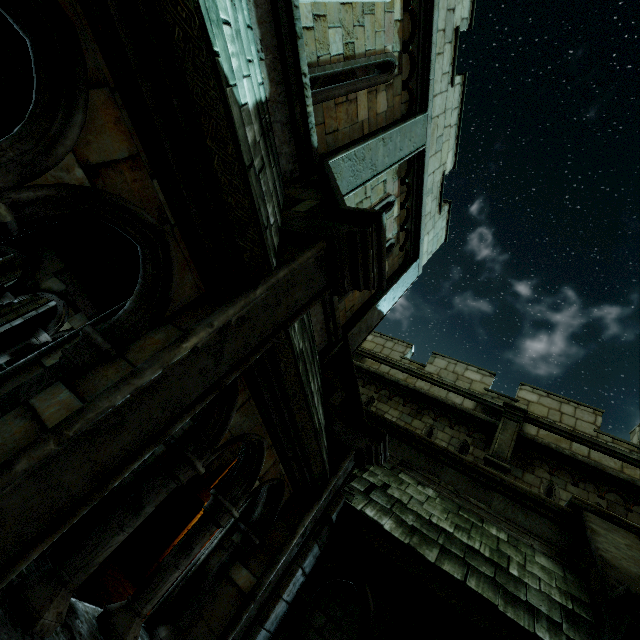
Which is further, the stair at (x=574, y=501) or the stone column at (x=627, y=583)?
the stair at (x=574, y=501)

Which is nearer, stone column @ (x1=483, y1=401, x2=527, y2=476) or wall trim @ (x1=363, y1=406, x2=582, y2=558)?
wall trim @ (x1=363, y1=406, x2=582, y2=558)

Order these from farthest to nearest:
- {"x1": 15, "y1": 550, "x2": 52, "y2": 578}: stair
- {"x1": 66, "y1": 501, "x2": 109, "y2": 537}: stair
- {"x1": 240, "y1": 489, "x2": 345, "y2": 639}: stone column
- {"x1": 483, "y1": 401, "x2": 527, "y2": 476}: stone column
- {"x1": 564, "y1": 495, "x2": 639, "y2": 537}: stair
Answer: {"x1": 483, "y1": 401, "x2": 527, "y2": 476}: stone column < {"x1": 66, "y1": 501, "x2": 109, "y2": 537}: stair < {"x1": 564, "y1": 495, "x2": 639, "y2": 537}: stair < {"x1": 15, "y1": 550, "x2": 52, "y2": 578}: stair < {"x1": 240, "y1": 489, "x2": 345, "y2": 639}: stone column

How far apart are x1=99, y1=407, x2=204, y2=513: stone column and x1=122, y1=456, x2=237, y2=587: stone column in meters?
1.0 m

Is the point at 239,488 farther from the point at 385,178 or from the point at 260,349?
the point at 385,178

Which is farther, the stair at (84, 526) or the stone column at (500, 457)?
the stone column at (500, 457)

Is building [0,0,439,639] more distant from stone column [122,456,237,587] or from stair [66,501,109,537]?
stone column [122,456,237,587]

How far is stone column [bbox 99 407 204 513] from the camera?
8.57m
